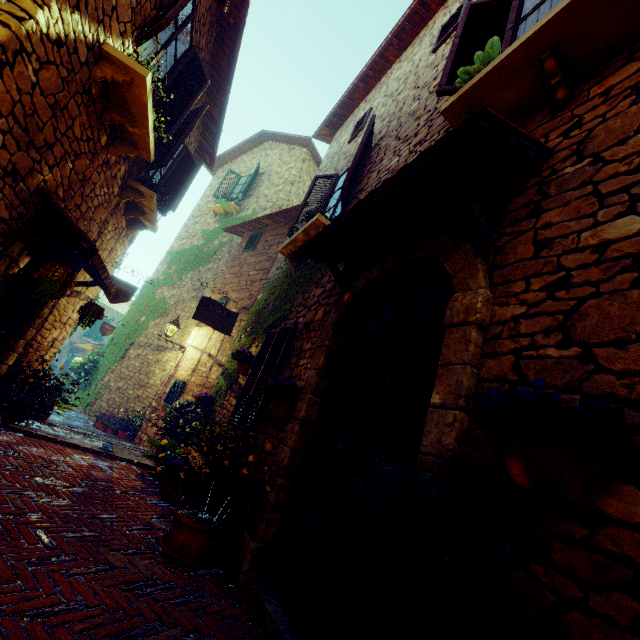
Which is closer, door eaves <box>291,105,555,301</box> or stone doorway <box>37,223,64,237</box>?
door eaves <box>291,105,555,301</box>

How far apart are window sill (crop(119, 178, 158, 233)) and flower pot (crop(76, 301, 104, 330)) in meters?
1.9

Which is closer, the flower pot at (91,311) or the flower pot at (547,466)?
the flower pot at (547,466)

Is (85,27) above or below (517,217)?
above

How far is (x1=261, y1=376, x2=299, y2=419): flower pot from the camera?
3.4m

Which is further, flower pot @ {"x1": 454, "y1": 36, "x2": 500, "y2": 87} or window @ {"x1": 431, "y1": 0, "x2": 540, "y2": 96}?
window @ {"x1": 431, "y1": 0, "x2": 540, "y2": 96}

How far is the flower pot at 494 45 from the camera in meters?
2.6 m

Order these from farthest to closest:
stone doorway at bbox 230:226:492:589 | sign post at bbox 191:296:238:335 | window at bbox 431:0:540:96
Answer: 1. sign post at bbox 191:296:238:335
2. window at bbox 431:0:540:96
3. stone doorway at bbox 230:226:492:589
